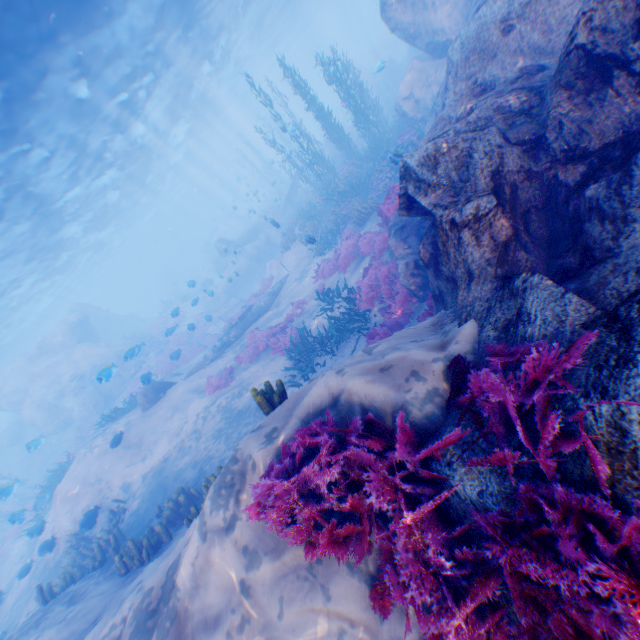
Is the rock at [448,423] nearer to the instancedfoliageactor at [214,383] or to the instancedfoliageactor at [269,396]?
Result: the instancedfoliageactor at [214,383]

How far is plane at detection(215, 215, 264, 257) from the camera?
29.8 meters

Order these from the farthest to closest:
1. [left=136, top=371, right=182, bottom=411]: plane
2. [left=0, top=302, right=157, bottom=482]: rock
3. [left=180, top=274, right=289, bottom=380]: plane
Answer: [left=0, top=302, right=157, bottom=482]: rock
[left=180, top=274, right=289, bottom=380]: plane
[left=136, top=371, right=182, bottom=411]: plane

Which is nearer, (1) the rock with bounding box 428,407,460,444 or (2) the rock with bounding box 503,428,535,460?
(2) the rock with bounding box 503,428,535,460

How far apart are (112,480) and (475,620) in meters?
14.4

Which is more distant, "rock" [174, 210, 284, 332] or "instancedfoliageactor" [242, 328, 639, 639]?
"rock" [174, 210, 284, 332]

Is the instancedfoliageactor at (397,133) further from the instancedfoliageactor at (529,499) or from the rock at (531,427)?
the instancedfoliageactor at (529,499)

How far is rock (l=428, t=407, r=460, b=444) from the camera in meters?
3.1 m
